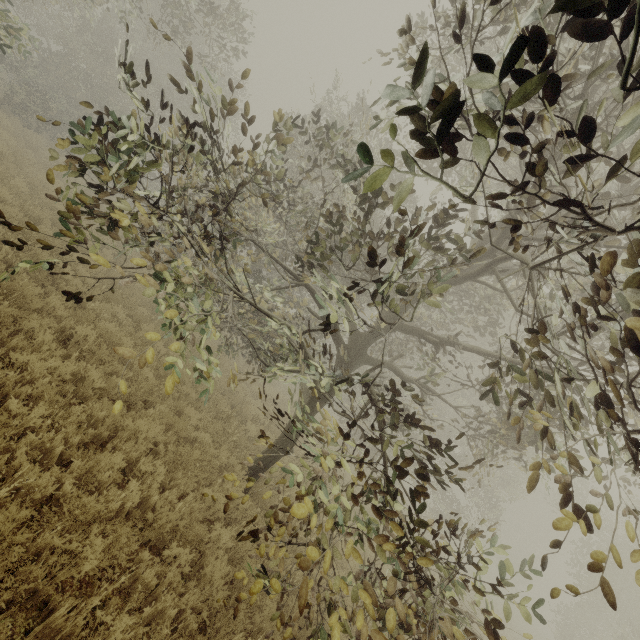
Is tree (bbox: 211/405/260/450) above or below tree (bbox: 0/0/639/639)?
below

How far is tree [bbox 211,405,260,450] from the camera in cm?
762

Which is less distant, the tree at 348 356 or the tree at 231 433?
the tree at 348 356

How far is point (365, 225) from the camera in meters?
4.6

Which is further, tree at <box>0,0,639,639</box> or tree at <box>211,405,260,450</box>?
tree at <box>211,405,260,450</box>

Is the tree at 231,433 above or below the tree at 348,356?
below
